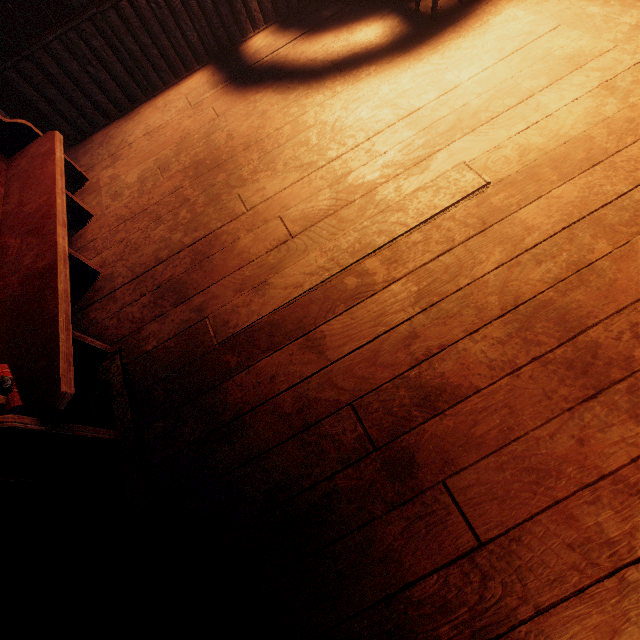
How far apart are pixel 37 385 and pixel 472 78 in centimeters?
349cm

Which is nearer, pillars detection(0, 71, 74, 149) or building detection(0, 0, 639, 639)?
building detection(0, 0, 639, 639)

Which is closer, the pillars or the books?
the books

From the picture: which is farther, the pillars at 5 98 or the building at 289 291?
the pillars at 5 98

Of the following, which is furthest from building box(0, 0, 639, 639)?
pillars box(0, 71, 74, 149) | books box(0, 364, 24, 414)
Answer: books box(0, 364, 24, 414)

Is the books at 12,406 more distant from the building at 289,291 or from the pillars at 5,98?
the pillars at 5,98

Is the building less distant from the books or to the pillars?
the pillars

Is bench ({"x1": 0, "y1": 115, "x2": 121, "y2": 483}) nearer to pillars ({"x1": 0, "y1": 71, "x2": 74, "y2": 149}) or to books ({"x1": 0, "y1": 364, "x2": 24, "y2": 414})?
books ({"x1": 0, "y1": 364, "x2": 24, "y2": 414})
